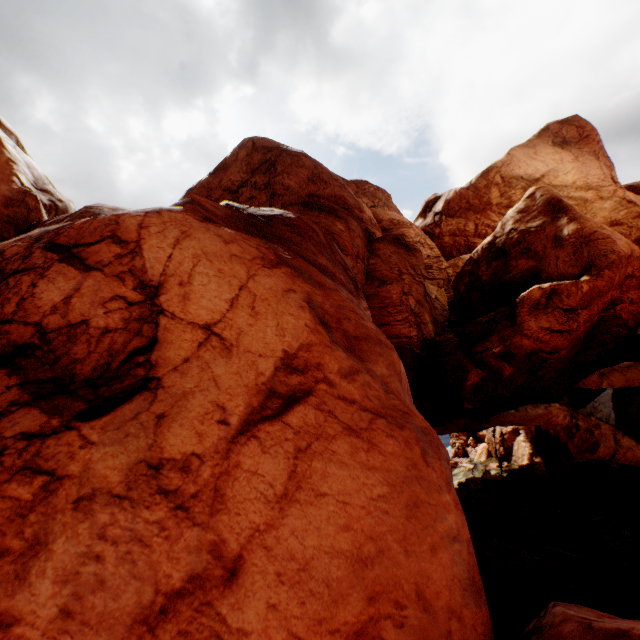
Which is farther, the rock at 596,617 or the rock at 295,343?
the rock at 596,617

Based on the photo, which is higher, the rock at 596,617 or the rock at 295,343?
the rock at 295,343

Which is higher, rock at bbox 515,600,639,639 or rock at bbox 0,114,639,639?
rock at bbox 0,114,639,639

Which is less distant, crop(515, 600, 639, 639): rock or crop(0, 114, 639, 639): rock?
crop(0, 114, 639, 639): rock

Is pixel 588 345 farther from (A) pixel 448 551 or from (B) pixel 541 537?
(A) pixel 448 551
